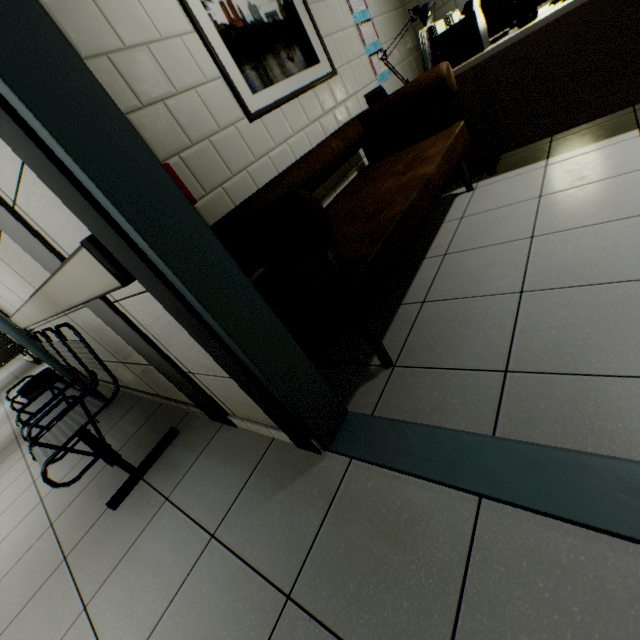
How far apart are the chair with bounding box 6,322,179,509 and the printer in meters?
3.0

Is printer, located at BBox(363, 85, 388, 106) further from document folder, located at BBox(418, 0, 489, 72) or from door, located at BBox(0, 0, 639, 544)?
door, located at BBox(0, 0, 639, 544)

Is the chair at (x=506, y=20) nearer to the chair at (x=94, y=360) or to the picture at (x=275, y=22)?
the picture at (x=275, y=22)

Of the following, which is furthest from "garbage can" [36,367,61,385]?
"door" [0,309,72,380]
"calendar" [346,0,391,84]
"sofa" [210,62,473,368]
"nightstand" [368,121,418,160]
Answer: "calendar" [346,0,391,84]

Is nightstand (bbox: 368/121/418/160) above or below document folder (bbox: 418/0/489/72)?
below

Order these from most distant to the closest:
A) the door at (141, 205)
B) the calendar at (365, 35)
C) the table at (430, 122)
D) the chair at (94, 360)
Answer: the calendar at (365, 35), the table at (430, 122), the chair at (94, 360), the door at (141, 205)

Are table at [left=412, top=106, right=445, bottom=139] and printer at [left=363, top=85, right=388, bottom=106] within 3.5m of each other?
yes

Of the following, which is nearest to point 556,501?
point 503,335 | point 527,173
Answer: point 503,335
